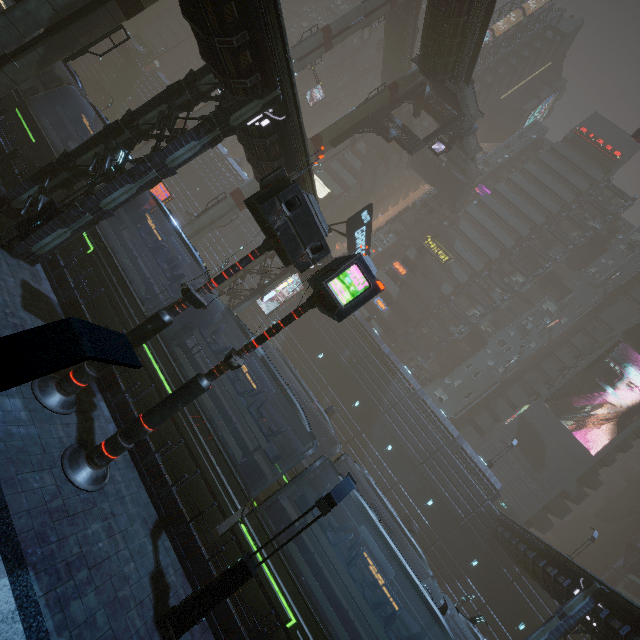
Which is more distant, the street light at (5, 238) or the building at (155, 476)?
the street light at (5, 238)

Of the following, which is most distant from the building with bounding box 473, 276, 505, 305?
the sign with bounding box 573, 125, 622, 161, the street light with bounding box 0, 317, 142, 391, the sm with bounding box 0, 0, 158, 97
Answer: the street light with bounding box 0, 317, 142, 391

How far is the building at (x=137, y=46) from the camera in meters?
56.2

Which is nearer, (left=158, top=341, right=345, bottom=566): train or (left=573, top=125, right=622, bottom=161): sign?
(left=158, top=341, right=345, bottom=566): train

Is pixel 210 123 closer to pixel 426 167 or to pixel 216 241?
pixel 216 241

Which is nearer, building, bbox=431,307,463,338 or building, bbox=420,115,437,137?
building, bbox=431,307,463,338

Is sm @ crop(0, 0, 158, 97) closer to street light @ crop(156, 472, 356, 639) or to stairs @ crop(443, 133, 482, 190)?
stairs @ crop(443, 133, 482, 190)

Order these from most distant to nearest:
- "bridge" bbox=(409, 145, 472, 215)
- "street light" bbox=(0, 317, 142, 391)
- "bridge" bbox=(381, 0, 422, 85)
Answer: "bridge" bbox=(409, 145, 472, 215) → "bridge" bbox=(381, 0, 422, 85) → "street light" bbox=(0, 317, 142, 391)
